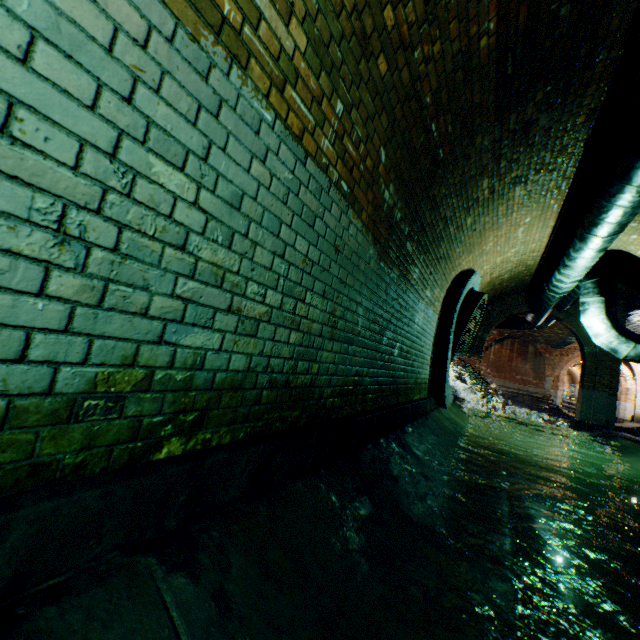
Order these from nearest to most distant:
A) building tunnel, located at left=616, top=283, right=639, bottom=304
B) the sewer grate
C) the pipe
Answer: the pipe < the sewer grate < building tunnel, located at left=616, top=283, right=639, bottom=304

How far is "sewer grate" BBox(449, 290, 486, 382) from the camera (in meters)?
6.88

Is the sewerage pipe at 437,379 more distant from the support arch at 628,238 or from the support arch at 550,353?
the support arch at 550,353

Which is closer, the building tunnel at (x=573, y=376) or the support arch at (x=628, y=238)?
the support arch at (x=628, y=238)

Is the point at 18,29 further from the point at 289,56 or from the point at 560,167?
the point at 560,167

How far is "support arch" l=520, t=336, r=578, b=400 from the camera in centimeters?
2274cm

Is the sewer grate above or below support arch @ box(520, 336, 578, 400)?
below

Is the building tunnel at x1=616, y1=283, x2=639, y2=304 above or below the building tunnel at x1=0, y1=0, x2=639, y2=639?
above
